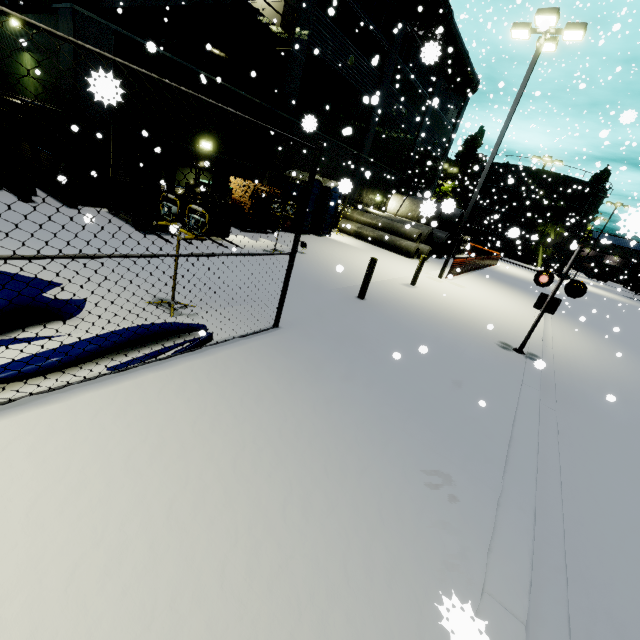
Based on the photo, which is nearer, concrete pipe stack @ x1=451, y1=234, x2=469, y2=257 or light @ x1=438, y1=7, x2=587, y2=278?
light @ x1=438, y1=7, x2=587, y2=278

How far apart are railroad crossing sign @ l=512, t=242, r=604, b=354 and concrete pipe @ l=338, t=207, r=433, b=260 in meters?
11.8

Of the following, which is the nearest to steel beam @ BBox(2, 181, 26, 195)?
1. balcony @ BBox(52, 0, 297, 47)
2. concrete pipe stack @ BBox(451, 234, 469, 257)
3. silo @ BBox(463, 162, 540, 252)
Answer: balcony @ BBox(52, 0, 297, 47)

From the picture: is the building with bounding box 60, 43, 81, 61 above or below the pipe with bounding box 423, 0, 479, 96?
below

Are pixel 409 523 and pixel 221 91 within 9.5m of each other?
no

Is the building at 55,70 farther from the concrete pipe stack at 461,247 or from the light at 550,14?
the light at 550,14

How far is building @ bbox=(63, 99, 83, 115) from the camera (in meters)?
9.24

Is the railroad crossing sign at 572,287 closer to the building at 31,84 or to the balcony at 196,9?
the building at 31,84
